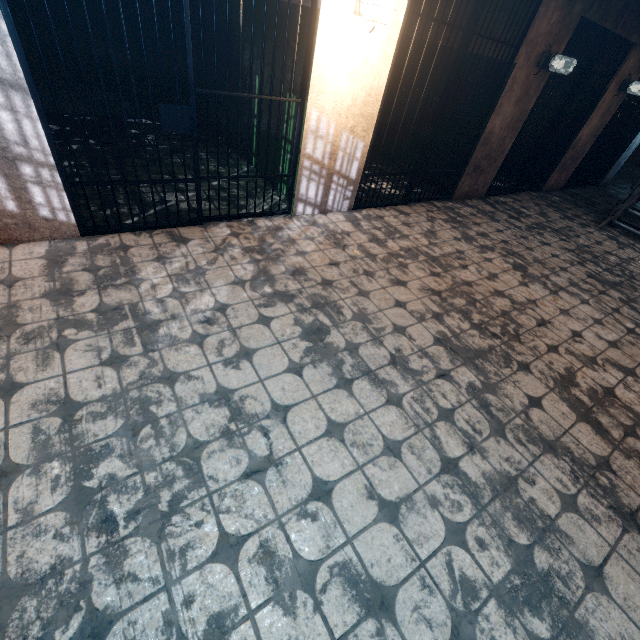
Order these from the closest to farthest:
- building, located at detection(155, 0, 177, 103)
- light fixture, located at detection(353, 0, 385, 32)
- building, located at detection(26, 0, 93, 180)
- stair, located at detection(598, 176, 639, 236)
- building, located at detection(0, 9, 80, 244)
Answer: building, located at detection(0, 9, 80, 244) → light fixture, located at detection(353, 0, 385, 32) → building, located at detection(26, 0, 93, 180) → building, located at detection(155, 0, 177, 103) → stair, located at detection(598, 176, 639, 236)

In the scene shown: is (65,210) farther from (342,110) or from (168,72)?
(168,72)

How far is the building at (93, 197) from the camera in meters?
3.0 m

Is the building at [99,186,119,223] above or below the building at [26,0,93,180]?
below

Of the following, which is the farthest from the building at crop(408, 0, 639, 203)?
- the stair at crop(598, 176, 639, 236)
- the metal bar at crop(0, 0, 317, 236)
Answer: the stair at crop(598, 176, 639, 236)

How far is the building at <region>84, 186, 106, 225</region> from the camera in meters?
3.0 m

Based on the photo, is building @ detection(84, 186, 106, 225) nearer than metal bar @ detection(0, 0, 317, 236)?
No

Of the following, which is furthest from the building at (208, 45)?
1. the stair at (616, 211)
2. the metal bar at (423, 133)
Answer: the stair at (616, 211)
